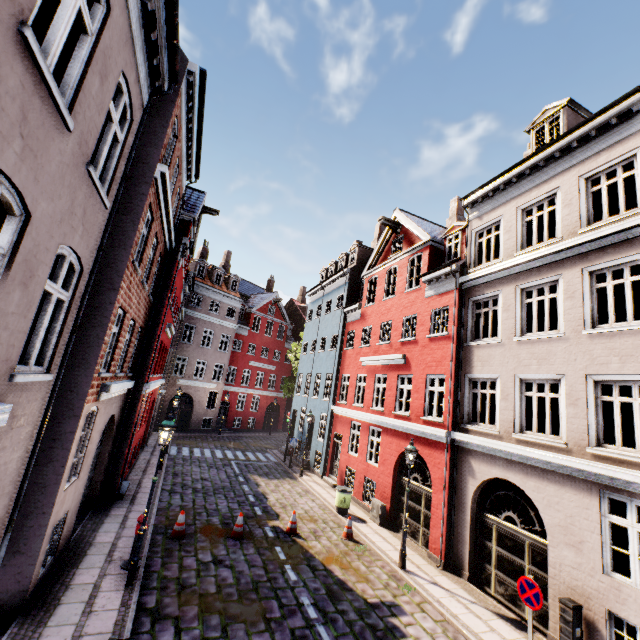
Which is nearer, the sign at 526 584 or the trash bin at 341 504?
the sign at 526 584

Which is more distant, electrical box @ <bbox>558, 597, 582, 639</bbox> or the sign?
electrical box @ <bbox>558, 597, 582, 639</bbox>

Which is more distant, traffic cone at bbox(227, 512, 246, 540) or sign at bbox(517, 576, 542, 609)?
traffic cone at bbox(227, 512, 246, 540)

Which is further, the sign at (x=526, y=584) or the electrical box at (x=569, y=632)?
the electrical box at (x=569, y=632)

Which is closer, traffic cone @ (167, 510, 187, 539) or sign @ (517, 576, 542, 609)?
sign @ (517, 576, 542, 609)

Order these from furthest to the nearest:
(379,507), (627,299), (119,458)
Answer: (379,507)
(119,458)
(627,299)

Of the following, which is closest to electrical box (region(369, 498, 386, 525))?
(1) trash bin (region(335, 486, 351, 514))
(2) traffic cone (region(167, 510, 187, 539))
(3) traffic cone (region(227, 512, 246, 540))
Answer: (1) trash bin (region(335, 486, 351, 514))

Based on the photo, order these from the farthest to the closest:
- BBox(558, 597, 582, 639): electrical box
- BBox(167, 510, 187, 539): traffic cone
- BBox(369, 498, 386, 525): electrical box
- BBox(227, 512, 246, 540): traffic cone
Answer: BBox(369, 498, 386, 525): electrical box → BBox(227, 512, 246, 540): traffic cone → BBox(167, 510, 187, 539): traffic cone → BBox(558, 597, 582, 639): electrical box
